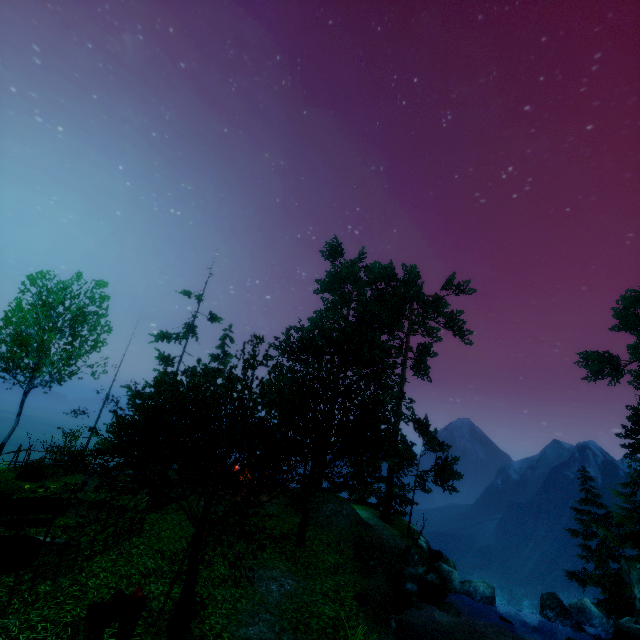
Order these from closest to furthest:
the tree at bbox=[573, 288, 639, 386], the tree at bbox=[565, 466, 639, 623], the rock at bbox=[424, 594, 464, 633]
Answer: the rock at bbox=[424, 594, 464, 633] < the tree at bbox=[565, 466, 639, 623] < the tree at bbox=[573, 288, 639, 386]

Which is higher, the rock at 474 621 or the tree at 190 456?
the tree at 190 456

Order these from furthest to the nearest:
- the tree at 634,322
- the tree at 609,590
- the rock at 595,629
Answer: the tree at 634,322
the tree at 609,590
the rock at 595,629

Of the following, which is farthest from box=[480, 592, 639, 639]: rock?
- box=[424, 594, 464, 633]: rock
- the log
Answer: the log

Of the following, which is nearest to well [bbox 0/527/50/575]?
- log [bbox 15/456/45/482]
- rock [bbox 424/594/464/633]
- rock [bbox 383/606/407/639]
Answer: log [bbox 15/456/45/482]

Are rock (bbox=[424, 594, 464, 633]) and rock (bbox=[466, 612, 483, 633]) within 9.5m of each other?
yes

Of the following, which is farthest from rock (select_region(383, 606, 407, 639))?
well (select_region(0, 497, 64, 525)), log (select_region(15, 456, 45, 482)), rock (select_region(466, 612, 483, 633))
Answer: log (select_region(15, 456, 45, 482))

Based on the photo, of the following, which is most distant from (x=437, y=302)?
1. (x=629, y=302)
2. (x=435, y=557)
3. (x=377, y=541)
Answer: (x=629, y=302)
